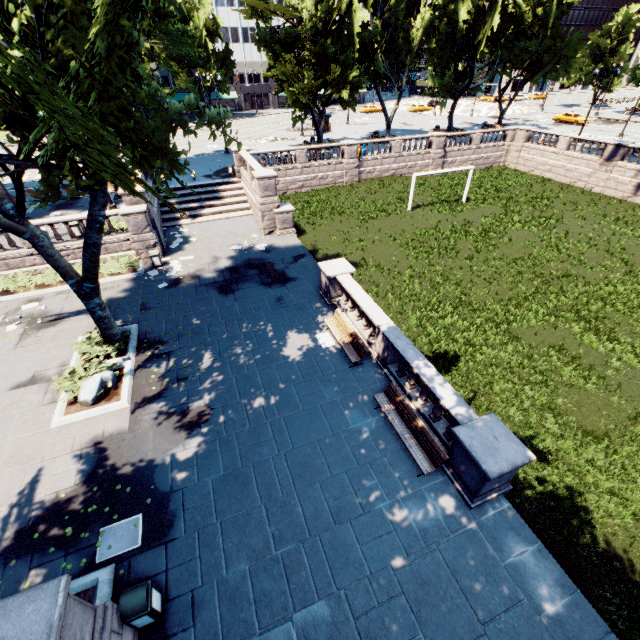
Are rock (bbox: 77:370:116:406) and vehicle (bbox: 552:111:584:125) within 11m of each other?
no

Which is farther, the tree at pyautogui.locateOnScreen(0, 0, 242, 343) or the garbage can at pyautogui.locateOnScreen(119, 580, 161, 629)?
the garbage can at pyautogui.locateOnScreen(119, 580, 161, 629)

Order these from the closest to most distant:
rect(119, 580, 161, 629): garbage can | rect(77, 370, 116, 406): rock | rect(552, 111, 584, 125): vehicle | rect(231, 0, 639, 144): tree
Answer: rect(119, 580, 161, 629): garbage can
rect(77, 370, 116, 406): rock
rect(231, 0, 639, 144): tree
rect(552, 111, 584, 125): vehicle

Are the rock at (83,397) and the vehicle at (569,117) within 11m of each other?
no

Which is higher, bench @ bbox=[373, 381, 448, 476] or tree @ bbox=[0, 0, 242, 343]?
tree @ bbox=[0, 0, 242, 343]

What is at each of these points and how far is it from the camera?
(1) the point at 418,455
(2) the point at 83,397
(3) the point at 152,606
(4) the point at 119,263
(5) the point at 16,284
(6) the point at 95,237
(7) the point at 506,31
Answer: (1) bench, 9.4 meters
(2) rock, 11.3 meters
(3) garbage can, 6.7 meters
(4) bush, 19.3 meters
(5) bush, 17.6 meters
(6) tree, 11.1 meters
(7) tree, 32.1 meters

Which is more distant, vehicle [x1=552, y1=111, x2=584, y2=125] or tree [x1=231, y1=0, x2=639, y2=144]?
vehicle [x1=552, y1=111, x2=584, y2=125]

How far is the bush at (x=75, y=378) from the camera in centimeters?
1184cm
